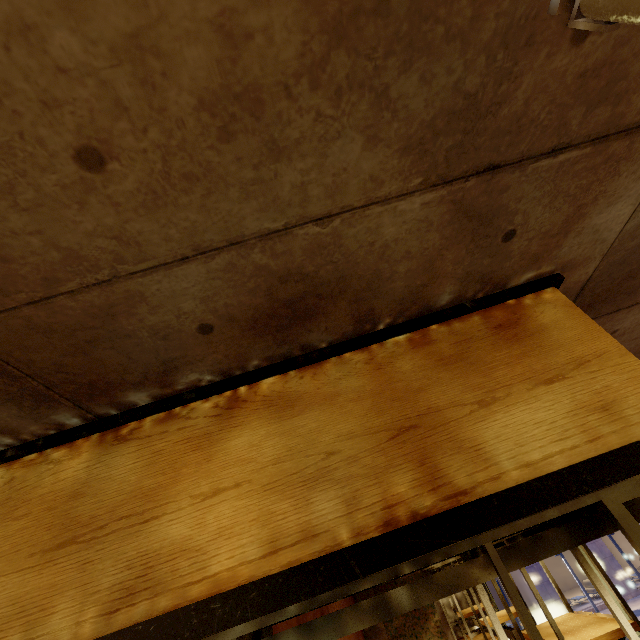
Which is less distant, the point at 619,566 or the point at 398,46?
the point at 398,46

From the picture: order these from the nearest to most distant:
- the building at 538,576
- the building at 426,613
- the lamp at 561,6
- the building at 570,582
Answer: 1. the lamp at 561,6
2. the building at 426,613
3. the building at 538,576
4. the building at 570,582

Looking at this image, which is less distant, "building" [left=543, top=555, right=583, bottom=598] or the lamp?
the lamp

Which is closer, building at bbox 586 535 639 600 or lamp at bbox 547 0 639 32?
lamp at bbox 547 0 639 32

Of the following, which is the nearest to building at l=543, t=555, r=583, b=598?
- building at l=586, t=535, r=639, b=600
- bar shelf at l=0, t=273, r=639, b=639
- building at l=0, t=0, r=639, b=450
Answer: building at l=586, t=535, r=639, b=600

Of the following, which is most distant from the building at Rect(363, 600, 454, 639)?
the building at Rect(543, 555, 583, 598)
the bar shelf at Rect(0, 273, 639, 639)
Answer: the building at Rect(543, 555, 583, 598)

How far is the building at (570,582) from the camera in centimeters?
2225cm
